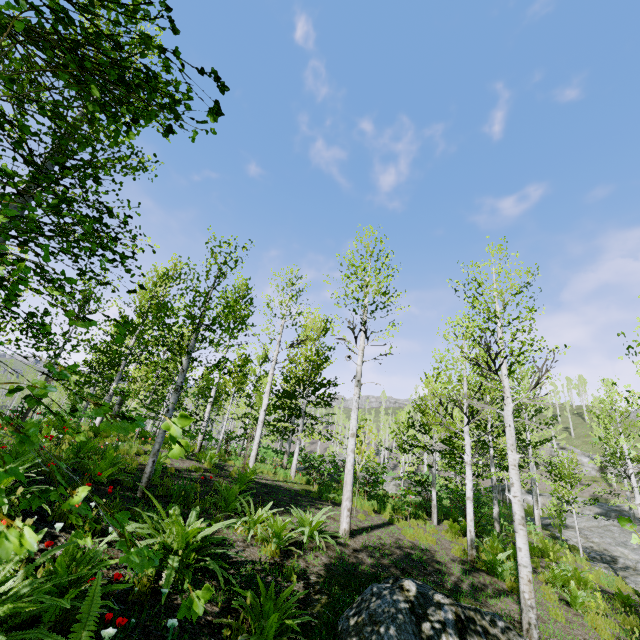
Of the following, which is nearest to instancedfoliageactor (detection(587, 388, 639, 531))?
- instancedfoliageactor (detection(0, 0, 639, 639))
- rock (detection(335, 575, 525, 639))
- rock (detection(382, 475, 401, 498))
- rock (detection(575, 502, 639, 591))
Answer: instancedfoliageactor (detection(0, 0, 639, 639))

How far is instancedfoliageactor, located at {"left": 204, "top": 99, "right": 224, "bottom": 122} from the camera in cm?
153

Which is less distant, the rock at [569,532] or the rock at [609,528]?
the rock at [609,528]

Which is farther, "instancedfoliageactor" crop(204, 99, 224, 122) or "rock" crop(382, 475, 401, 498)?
"rock" crop(382, 475, 401, 498)

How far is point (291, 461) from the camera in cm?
1822

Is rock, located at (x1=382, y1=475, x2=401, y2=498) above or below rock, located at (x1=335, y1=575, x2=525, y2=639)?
above

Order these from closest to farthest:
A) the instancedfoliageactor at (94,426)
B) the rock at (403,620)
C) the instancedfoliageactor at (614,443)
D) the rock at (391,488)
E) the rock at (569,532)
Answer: the instancedfoliageactor at (94,426) → the rock at (403,620) → the instancedfoliageactor at (614,443) → the rock at (391,488) → the rock at (569,532)

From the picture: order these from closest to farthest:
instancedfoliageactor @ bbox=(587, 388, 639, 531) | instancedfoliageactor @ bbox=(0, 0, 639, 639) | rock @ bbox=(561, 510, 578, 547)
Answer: instancedfoliageactor @ bbox=(0, 0, 639, 639) → instancedfoliageactor @ bbox=(587, 388, 639, 531) → rock @ bbox=(561, 510, 578, 547)
